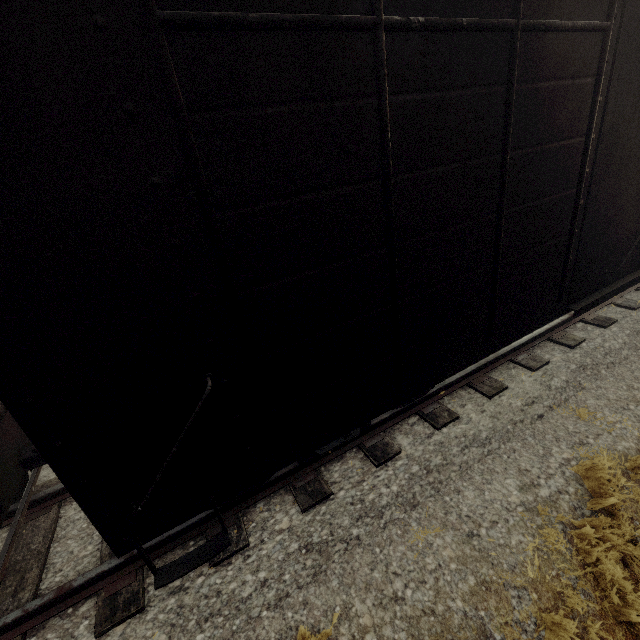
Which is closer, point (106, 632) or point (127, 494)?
point (127, 494)
